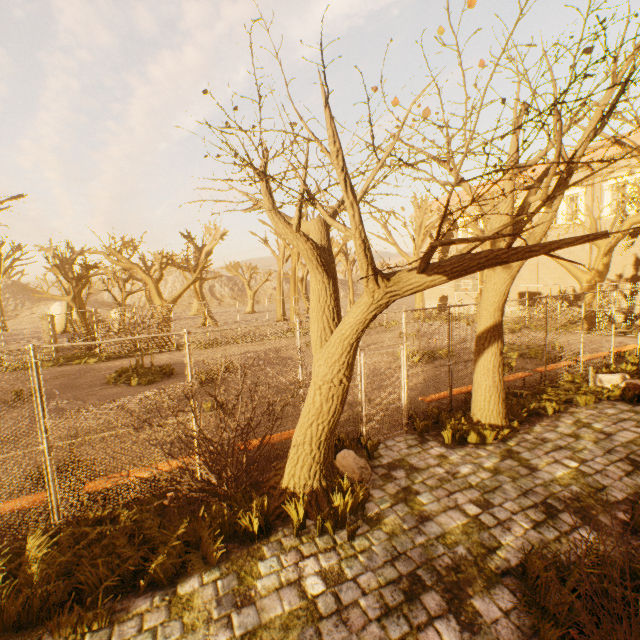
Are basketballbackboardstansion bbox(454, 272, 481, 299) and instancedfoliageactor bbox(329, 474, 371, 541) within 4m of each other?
no

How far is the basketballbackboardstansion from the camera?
18.64m

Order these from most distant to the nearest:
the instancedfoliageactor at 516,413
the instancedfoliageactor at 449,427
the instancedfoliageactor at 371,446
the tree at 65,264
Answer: the tree at 65,264, the instancedfoliageactor at 516,413, the instancedfoliageactor at 449,427, the instancedfoliageactor at 371,446

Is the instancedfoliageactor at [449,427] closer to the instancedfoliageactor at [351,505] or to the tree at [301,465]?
the tree at [301,465]

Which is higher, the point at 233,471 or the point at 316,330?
the point at 316,330

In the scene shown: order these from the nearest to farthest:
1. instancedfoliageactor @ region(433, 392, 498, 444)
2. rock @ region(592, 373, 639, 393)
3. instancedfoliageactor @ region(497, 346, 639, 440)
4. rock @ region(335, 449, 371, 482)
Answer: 1. rock @ region(335, 449, 371, 482)
2. instancedfoliageactor @ region(433, 392, 498, 444)
3. instancedfoliageactor @ region(497, 346, 639, 440)
4. rock @ region(592, 373, 639, 393)

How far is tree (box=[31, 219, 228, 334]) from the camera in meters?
20.5

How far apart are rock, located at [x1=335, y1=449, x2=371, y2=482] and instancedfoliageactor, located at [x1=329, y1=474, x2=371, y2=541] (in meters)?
1.07
